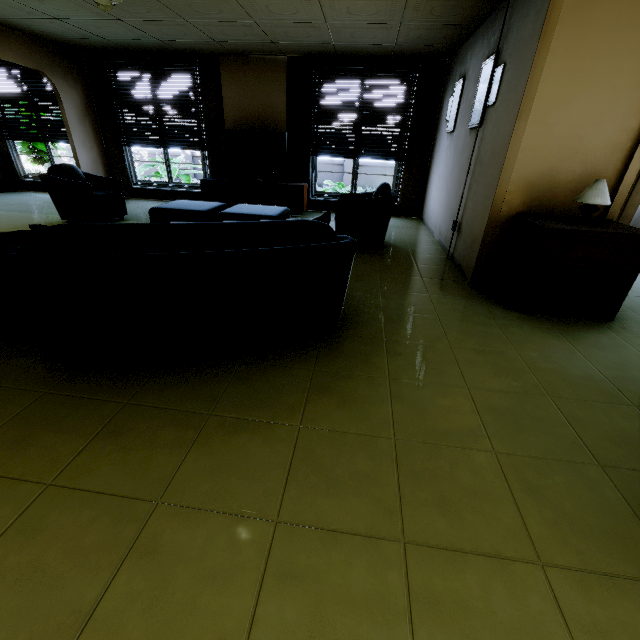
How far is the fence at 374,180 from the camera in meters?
12.6 m

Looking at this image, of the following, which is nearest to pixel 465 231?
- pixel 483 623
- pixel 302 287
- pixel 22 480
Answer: pixel 302 287

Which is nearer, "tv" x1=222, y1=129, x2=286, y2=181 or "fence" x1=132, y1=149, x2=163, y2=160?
"tv" x1=222, y1=129, x2=286, y2=181

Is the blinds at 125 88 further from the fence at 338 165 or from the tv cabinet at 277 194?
the fence at 338 165

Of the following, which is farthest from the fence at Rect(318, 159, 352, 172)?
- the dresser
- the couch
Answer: the couch

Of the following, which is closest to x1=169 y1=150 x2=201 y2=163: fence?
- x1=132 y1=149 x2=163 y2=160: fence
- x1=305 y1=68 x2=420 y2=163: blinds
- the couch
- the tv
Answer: x1=132 y1=149 x2=163 y2=160: fence

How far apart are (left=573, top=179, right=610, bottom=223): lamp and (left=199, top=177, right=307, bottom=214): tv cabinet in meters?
4.8 m

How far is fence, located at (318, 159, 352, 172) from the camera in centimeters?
1240cm
